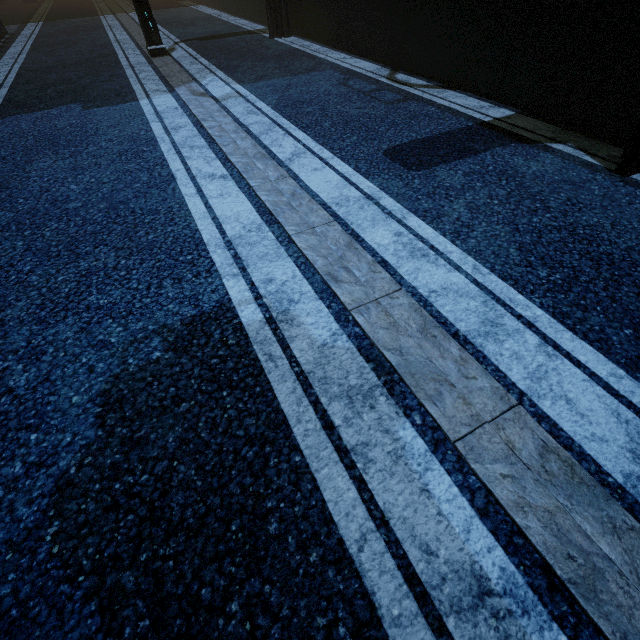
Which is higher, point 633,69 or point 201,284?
point 633,69

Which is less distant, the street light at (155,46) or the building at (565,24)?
the building at (565,24)

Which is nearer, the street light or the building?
the building
